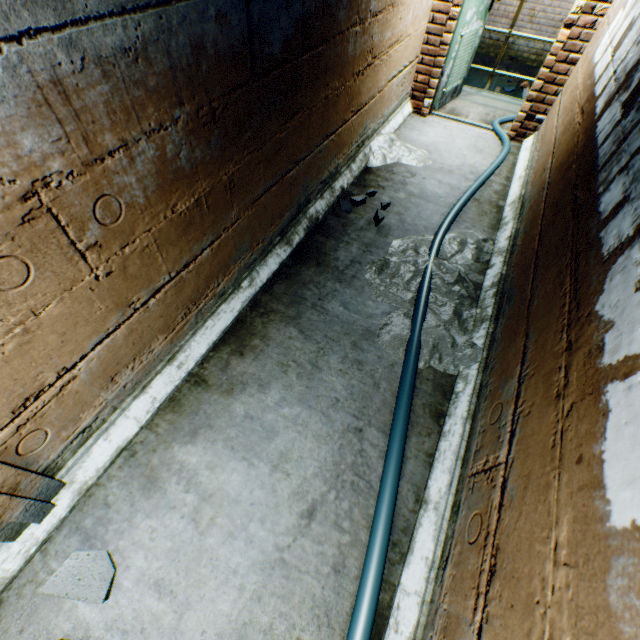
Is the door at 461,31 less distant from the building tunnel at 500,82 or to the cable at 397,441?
the building tunnel at 500,82

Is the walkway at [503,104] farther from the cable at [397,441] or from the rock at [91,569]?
the rock at [91,569]

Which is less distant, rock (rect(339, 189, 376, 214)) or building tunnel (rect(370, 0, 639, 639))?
building tunnel (rect(370, 0, 639, 639))

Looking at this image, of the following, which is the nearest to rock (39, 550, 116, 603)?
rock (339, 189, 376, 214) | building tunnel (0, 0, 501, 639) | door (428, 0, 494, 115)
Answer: building tunnel (0, 0, 501, 639)

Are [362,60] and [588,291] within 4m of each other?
yes

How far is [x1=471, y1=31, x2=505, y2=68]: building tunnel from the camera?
7.00m

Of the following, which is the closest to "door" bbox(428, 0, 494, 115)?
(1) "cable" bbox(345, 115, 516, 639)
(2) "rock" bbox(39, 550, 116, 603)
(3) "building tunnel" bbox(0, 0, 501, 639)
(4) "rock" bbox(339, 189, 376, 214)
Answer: (3) "building tunnel" bbox(0, 0, 501, 639)
